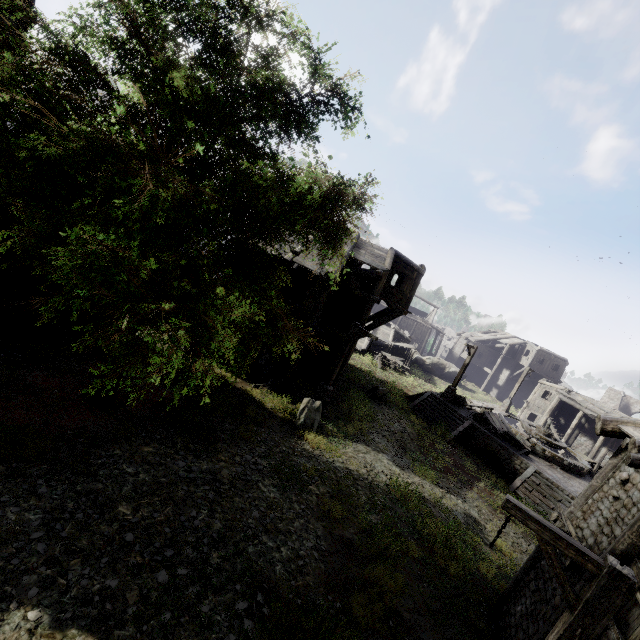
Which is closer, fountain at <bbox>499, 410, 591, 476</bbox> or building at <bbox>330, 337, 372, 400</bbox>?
building at <bbox>330, 337, 372, 400</bbox>

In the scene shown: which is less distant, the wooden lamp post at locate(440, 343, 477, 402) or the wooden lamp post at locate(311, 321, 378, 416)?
the wooden lamp post at locate(311, 321, 378, 416)

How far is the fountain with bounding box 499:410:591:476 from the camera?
20.94m

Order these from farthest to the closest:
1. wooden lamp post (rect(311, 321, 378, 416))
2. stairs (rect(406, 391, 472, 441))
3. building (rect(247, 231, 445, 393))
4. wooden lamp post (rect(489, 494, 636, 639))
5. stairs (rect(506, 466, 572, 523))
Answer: stairs (rect(406, 391, 472, 441)) < stairs (rect(506, 466, 572, 523)) < building (rect(247, 231, 445, 393)) < wooden lamp post (rect(311, 321, 378, 416)) < wooden lamp post (rect(489, 494, 636, 639))

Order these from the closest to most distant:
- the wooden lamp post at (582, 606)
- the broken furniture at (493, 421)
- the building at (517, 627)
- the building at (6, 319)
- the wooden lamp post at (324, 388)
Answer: the wooden lamp post at (582, 606)
the building at (517, 627)
the building at (6, 319)
the wooden lamp post at (324, 388)
the broken furniture at (493, 421)

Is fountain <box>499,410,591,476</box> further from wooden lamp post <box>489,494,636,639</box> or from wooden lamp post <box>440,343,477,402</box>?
wooden lamp post <box>489,494,636,639</box>

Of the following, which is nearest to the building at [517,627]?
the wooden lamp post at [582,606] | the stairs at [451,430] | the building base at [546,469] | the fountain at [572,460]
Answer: the wooden lamp post at [582,606]

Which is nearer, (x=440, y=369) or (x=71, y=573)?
(x=71, y=573)
